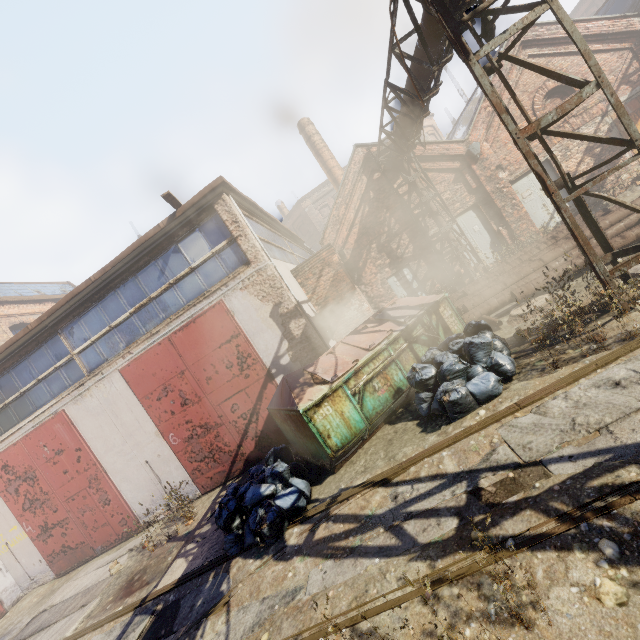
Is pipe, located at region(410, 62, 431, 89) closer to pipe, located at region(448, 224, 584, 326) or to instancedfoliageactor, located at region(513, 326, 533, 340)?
pipe, located at region(448, 224, 584, 326)

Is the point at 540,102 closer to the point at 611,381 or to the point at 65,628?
the point at 611,381

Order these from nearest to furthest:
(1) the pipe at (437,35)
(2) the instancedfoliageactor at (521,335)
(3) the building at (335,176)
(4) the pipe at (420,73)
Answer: (2) the instancedfoliageactor at (521,335), (1) the pipe at (437,35), (4) the pipe at (420,73), (3) the building at (335,176)

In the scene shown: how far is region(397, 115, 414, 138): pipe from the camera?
9.34m

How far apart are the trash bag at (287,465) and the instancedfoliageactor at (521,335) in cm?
485

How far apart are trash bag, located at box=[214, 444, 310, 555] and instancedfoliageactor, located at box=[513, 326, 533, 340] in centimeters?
485cm

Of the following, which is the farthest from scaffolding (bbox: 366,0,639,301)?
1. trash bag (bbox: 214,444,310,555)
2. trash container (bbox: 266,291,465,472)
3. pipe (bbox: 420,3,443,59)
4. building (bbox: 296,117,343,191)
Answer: building (bbox: 296,117,343,191)
